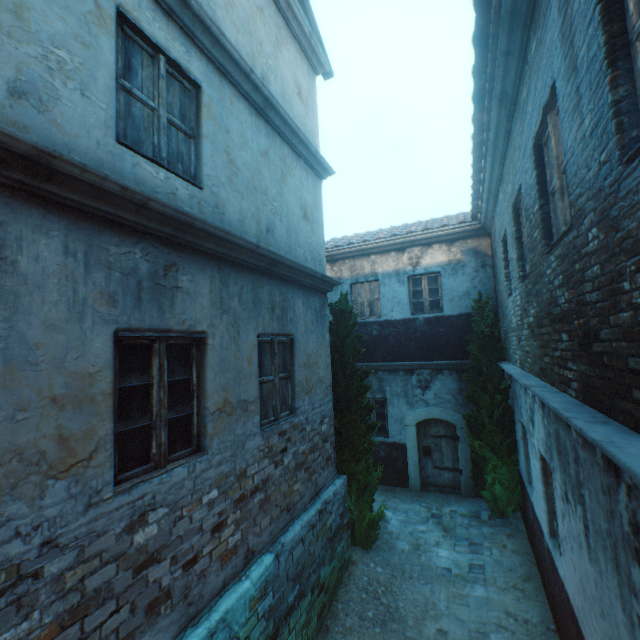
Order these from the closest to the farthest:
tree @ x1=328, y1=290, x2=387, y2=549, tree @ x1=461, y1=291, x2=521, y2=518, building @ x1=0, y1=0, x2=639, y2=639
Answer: building @ x1=0, y1=0, x2=639, y2=639 → tree @ x1=328, y1=290, x2=387, y2=549 → tree @ x1=461, y1=291, x2=521, y2=518

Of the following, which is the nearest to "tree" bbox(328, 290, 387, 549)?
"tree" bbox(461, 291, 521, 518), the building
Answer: "tree" bbox(461, 291, 521, 518)

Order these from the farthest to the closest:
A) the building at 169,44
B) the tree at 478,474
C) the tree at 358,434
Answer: the tree at 478,474
the tree at 358,434
the building at 169,44

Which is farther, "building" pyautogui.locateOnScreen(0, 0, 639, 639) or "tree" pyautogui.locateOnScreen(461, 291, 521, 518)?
"tree" pyautogui.locateOnScreen(461, 291, 521, 518)

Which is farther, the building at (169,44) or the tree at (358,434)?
the tree at (358,434)

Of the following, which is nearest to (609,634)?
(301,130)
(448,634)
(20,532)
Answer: (448,634)

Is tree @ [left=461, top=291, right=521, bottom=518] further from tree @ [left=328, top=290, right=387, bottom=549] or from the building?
the building

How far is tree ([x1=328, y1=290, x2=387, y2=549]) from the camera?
6.86m
